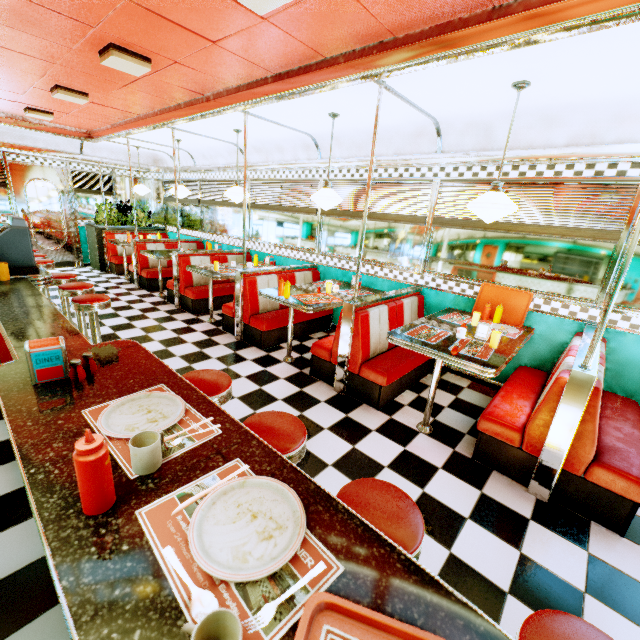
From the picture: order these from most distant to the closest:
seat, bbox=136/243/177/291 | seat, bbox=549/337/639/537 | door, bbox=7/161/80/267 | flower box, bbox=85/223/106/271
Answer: flower box, bbox=85/223/106/271 < door, bbox=7/161/80/267 < seat, bbox=136/243/177/291 < seat, bbox=549/337/639/537

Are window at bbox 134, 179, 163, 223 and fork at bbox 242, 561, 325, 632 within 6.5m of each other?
no

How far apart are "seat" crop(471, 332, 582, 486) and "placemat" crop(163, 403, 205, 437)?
2.4m

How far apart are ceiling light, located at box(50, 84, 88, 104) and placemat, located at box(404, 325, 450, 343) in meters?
5.2

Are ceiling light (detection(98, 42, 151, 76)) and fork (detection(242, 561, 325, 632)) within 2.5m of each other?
no

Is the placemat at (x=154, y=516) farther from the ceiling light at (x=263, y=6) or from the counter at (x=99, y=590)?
the ceiling light at (x=263, y=6)

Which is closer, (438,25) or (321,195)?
(438,25)

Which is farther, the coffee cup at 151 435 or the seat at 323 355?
the seat at 323 355
